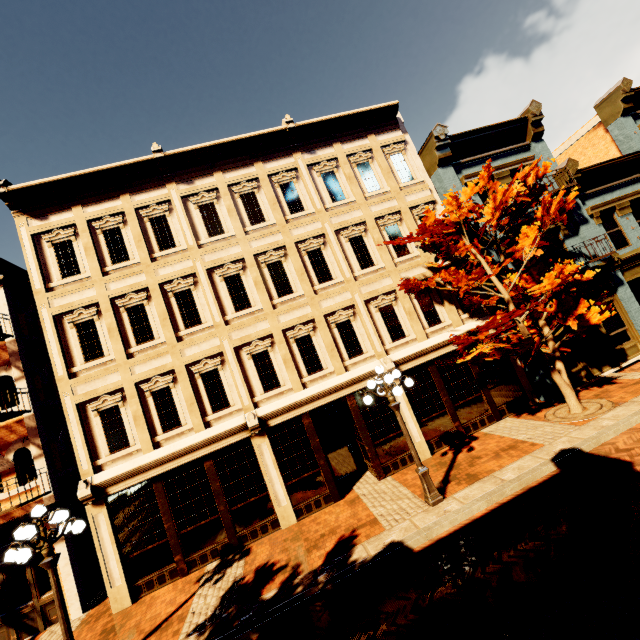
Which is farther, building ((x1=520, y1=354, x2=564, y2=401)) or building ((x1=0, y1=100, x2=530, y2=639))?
building ((x1=520, y1=354, x2=564, y2=401))

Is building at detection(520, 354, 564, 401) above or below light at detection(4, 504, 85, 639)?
below

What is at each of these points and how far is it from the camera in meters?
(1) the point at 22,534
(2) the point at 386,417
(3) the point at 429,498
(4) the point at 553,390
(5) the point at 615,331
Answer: (1) light, 6.3
(2) building, 11.3
(3) light, 8.1
(4) building, 11.7
(5) building, 12.9

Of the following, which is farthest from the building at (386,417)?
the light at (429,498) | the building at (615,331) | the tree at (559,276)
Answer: the light at (429,498)

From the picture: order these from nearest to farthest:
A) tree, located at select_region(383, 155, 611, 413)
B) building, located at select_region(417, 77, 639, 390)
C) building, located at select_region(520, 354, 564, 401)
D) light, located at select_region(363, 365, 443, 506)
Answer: light, located at select_region(363, 365, 443, 506) < tree, located at select_region(383, 155, 611, 413) < building, located at select_region(520, 354, 564, 401) < building, located at select_region(417, 77, 639, 390)

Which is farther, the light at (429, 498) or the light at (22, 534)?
the light at (429, 498)

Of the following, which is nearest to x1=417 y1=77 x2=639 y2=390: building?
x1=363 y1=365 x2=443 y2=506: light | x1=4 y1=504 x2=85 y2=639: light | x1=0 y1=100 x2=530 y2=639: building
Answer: x1=0 y1=100 x2=530 y2=639: building

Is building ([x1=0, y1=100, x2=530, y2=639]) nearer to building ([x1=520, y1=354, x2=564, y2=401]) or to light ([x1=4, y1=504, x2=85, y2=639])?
building ([x1=520, y1=354, x2=564, y2=401])
